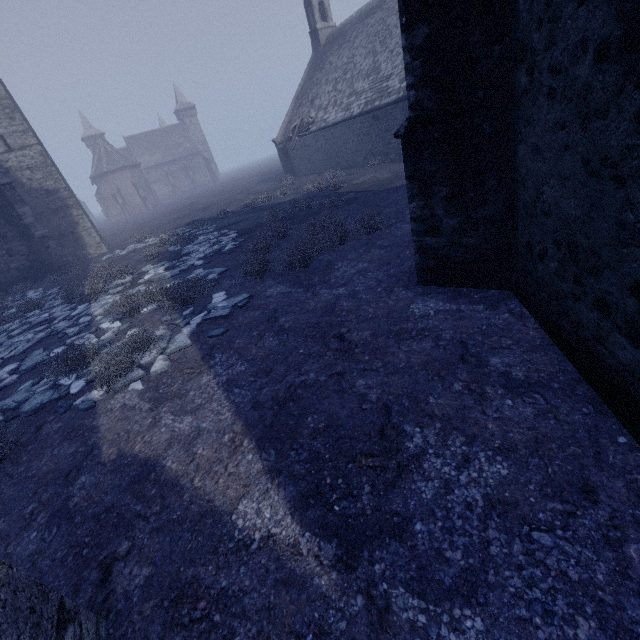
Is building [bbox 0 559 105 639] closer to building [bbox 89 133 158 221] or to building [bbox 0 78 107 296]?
building [bbox 0 78 107 296]

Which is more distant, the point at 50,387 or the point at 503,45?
the point at 50,387

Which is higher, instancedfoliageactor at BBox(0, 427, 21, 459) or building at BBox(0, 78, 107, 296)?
building at BBox(0, 78, 107, 296)

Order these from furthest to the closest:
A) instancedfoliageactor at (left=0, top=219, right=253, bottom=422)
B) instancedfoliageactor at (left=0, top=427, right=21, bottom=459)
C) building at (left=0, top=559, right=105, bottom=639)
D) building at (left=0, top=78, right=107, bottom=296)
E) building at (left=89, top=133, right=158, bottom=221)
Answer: building at (left=89, top=133, right=158, bottom=221) < building at (left=0, top=78, right=107, bottom=296) < instancedfoliageactor at (left=0, top=219, right=253, bottom=422) < instancedfoliageactor at (left=0, top=427, right=21, bottom=459) < building at (left=0, top=559, right=105, bottom=639)

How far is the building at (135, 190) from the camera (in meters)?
51.75

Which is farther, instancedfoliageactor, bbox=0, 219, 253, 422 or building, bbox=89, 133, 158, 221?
building, bbox=89, 133, 158, 221

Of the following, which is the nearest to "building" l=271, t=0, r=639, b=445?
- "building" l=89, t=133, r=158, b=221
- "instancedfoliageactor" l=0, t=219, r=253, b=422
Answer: "instancedfoliageactor" l=0, t=219, r=253, b=422

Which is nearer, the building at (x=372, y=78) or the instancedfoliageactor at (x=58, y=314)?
the building at (x=372, y=78)
